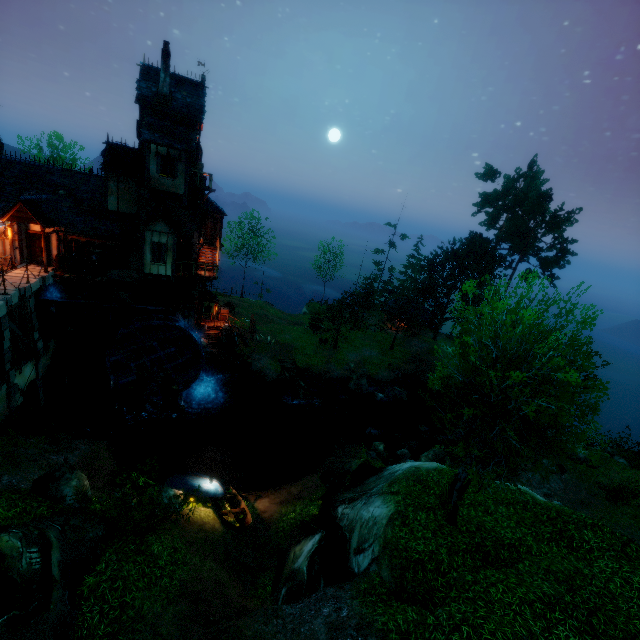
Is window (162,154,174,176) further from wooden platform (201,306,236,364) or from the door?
wooden platform (201,306,236,364)

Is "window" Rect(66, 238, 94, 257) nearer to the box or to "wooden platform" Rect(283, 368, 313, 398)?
the box

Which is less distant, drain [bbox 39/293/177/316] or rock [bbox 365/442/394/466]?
drain [bbox 39/293/177/316]

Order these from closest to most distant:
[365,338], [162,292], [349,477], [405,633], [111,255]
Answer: [405,633], [349,477], [111,255], [162,292], [365,338]

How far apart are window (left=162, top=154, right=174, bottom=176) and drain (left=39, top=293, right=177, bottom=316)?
8.4 meters

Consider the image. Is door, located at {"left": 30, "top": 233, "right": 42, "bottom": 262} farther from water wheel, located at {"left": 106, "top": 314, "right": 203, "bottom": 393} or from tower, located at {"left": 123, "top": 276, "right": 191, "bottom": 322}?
water wheel, located at {"left": 106, "top": 314, "right": 203, "bottom": 393}

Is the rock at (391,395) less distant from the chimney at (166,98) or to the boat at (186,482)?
the boat at (186,482)

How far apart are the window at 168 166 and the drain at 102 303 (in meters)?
8.39
